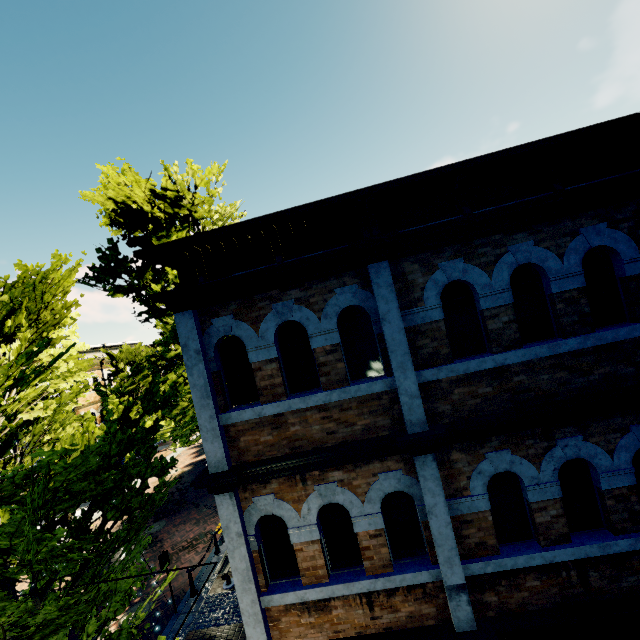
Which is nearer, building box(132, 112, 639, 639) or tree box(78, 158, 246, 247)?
building box(132, 112, 639, 639)

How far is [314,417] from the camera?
4.8m

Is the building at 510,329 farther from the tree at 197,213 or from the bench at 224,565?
the bench at 224,565

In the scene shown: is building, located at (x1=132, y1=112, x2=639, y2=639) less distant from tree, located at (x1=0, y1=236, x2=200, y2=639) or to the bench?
tree, located at (x1=0, y1=236, x2=200, y2=639)

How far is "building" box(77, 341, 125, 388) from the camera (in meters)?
27.70
